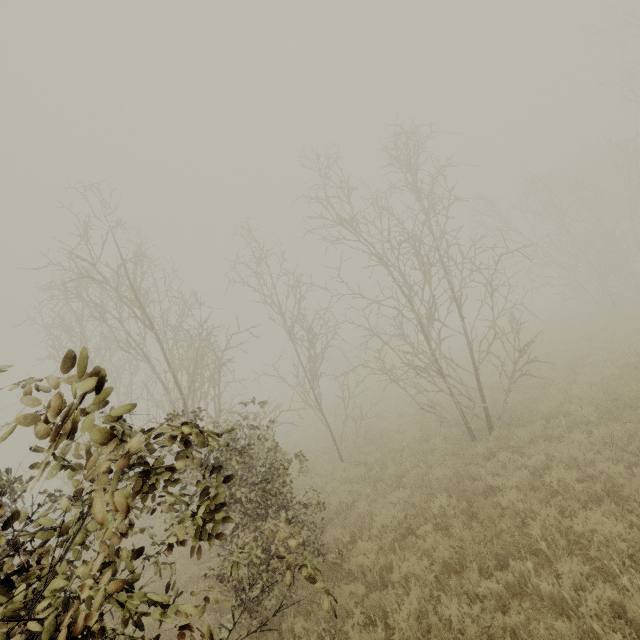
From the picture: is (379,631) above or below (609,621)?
above
